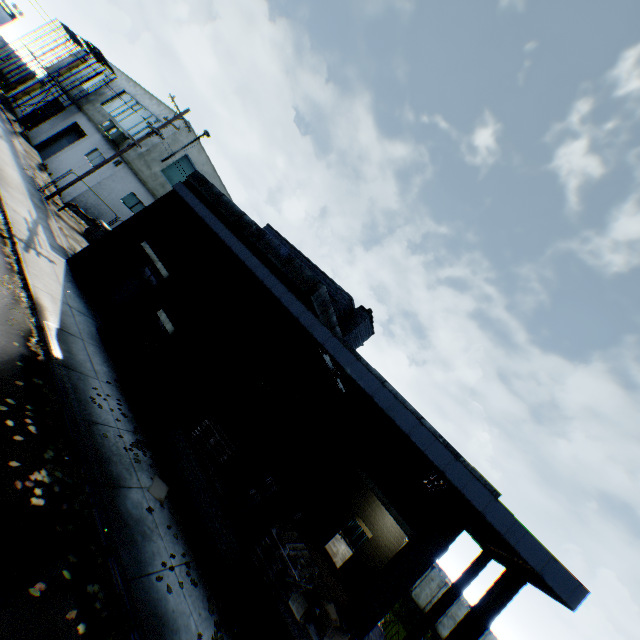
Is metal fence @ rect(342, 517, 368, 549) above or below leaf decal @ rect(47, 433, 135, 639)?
above

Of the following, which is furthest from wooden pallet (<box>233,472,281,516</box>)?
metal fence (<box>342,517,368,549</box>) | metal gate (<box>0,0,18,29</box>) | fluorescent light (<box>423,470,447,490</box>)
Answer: metal gate (<box>0,0,18,29</box>)

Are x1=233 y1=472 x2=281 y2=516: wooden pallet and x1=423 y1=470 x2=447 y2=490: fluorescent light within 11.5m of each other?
yes

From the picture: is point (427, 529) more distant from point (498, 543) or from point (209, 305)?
point (209, 305)

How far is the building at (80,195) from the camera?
21.3 meters

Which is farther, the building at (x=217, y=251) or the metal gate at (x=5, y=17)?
the metal gate at (x=5, y=17)

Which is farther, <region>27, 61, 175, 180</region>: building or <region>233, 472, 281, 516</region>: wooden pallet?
<region>27, 61, 175, 180</region>: building

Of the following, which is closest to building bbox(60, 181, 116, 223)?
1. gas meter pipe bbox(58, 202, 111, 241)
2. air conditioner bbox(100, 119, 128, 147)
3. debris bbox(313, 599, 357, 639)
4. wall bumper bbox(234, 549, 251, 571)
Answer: air conditioner bbox(100, 119, 128, 147)
